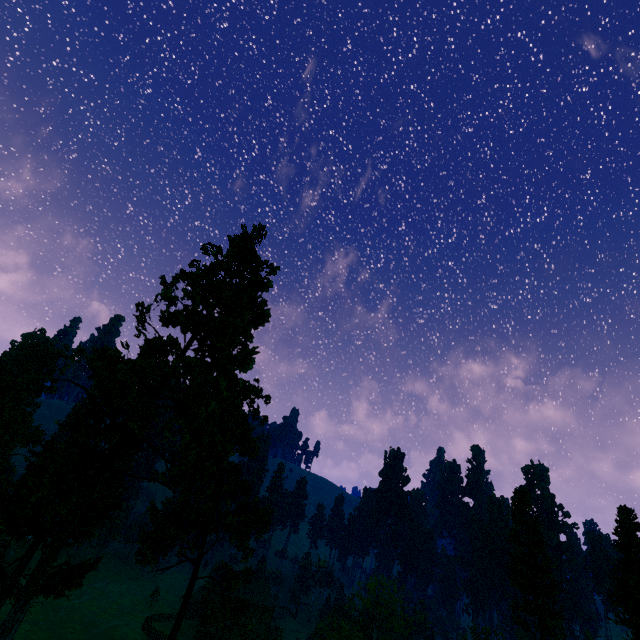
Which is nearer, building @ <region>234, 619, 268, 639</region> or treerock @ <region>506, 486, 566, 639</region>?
treerock @ <region>506, 486, 566, 639</region>

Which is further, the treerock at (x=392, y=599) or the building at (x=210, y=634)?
the building at (x=210, y=634)

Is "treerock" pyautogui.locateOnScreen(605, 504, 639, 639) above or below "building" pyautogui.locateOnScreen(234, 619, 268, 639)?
above

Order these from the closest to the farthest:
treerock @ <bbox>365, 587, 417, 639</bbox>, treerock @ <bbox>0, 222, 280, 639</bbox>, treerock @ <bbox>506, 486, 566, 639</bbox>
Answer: treerock @ <bbox>0, 222, 280, 639</bbox> → treerock @ <bbox>506, 486, 566, 639</bbox> → treerock @ <bbox>365, 587, 417, 639</bbox>

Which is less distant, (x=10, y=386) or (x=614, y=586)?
(x=10, y=386)

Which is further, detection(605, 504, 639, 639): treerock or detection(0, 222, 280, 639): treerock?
detection(605, 504, 639, 639): treerock

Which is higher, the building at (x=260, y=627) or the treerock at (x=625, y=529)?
the treerock at (x=625, y=529)
